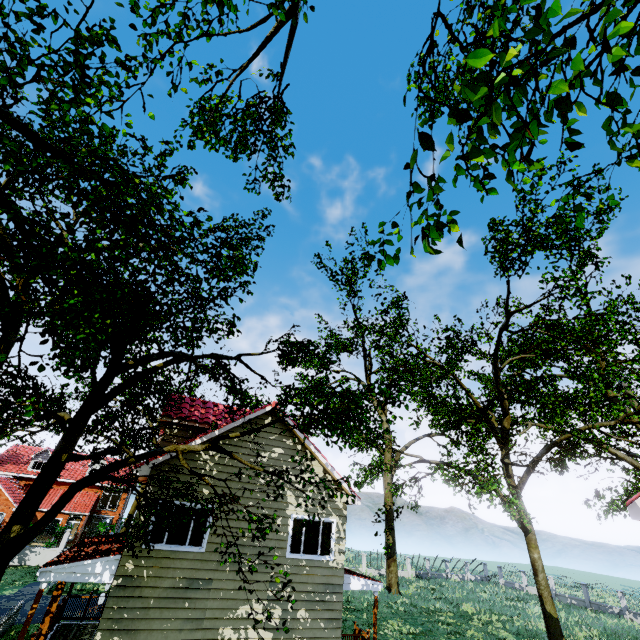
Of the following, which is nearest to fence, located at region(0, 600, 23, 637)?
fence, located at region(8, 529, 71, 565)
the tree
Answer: the tree

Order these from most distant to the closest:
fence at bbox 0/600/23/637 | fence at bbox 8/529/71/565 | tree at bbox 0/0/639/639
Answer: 1. fence at bbox 8/529/71/565
2. fence at bbox 0/600/23/637
3. tree at bbox 0/0/639/639

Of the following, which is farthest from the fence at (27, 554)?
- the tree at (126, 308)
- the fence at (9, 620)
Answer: the fence at (9, 620)

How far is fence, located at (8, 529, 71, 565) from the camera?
25.53m

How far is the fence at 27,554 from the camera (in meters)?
25.53

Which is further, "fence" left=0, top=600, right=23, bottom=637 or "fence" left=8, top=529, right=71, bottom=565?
"fence" left=8, top=529, right=71, bottom=565

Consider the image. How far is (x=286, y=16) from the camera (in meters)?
13.20
